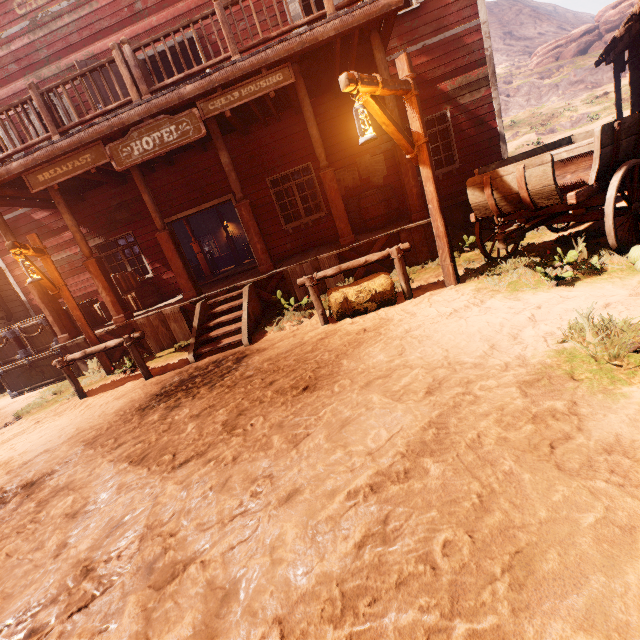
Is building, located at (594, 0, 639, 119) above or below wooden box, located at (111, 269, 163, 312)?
above

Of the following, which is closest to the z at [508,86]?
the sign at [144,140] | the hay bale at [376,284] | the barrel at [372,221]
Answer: the hay bale at [376,284]

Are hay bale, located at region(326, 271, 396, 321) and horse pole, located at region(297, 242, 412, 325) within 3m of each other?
yes

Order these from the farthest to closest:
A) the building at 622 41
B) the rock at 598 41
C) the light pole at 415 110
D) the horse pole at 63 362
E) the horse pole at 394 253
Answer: the rock at 598 41 → the building at 622 41 → the horse pole at 63 362 → the horse pole at 394 253 → the light pole at 415 110

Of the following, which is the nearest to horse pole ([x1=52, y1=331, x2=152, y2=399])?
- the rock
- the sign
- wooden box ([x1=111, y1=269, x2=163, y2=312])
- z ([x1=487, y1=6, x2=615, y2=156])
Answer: z ([x1=487, y1=6, x2=615, y2=156])

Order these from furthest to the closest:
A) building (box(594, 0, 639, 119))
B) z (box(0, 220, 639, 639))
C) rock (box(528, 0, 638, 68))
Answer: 1. rock (box(528, 0, 638, 68))
2. building (box(594, 0, 639, 119))
3. z (box(0, 220, 639, 639))

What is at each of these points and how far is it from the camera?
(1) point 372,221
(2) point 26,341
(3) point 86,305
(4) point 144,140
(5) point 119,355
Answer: (1) barrel, 8.49m
(2) wooden box, 8.49m
(3) wooden box, 9.75m
(4) sign, 6.36m
(5) building, 8.33m

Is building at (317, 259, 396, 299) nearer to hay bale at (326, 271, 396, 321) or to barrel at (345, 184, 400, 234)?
barrel at (345, 184, 400, 234)
